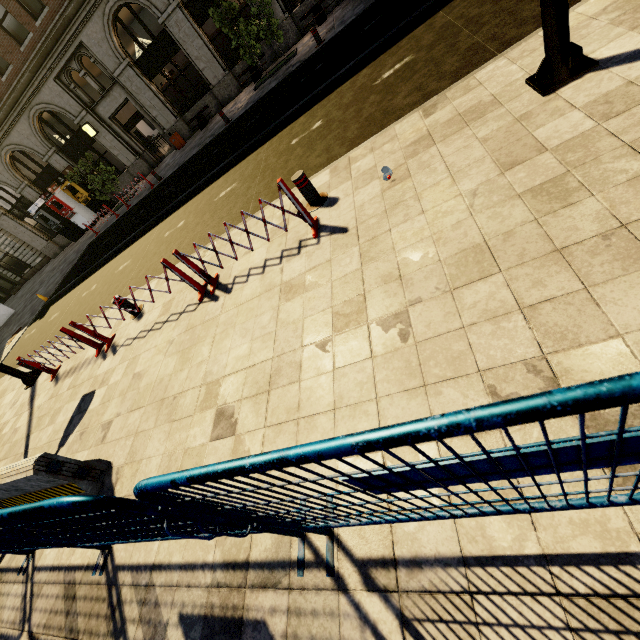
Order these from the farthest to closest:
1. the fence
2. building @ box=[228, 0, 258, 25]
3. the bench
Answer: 1. building @ box=[228, 0, 258, 25]
2. the bench
3. the fence

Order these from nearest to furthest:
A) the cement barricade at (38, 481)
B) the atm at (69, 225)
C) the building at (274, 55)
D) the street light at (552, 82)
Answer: the street light at (552, 82) → the cement barricade at (38, 481) → the building at (274, 55) → the atm at (69, 225)

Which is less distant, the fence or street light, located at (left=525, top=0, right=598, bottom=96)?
the fence

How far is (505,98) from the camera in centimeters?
397cm

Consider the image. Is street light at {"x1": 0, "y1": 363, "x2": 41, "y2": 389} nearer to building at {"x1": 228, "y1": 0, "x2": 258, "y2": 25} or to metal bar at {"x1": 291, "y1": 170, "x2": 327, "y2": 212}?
metal bar at {"x1": 291, "y1": 170, "x2": 327, "y2": 212}

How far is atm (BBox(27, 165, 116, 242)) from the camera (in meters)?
20.91

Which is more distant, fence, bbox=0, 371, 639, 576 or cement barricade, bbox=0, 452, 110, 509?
cement barricade, bbox=0, 452, 110, 509

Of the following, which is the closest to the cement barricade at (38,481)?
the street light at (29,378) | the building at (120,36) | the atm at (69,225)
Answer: the street light at (29,378)
